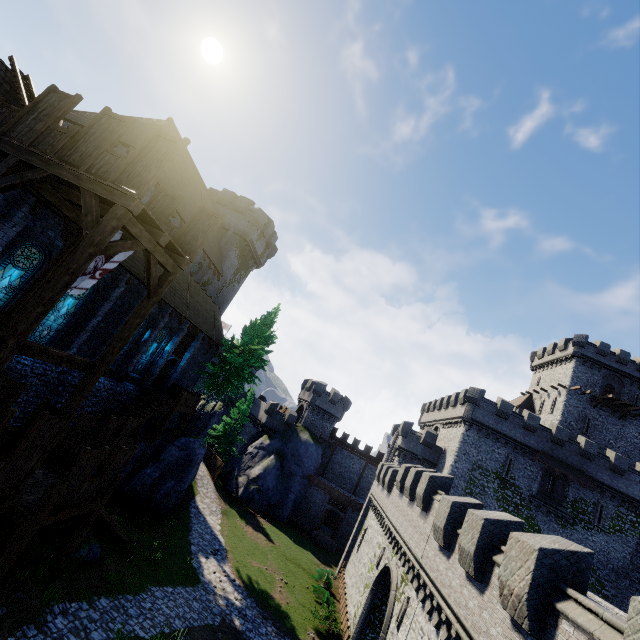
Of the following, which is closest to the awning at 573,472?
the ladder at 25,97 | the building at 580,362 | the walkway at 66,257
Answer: the building at 580,362

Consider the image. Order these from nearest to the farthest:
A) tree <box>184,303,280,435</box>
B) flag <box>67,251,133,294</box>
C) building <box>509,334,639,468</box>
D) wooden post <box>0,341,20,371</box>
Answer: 1. wooden post <box>0,341,20,371</box>
2. flag <box>67,251,133,294</box>
3. tree <box>184,303,280,435</box>
4. building <box>509,334,639,468</box>

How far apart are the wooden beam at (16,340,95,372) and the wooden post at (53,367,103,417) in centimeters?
1cm

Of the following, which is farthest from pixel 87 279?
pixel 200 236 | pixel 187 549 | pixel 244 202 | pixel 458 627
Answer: pixel 244 202

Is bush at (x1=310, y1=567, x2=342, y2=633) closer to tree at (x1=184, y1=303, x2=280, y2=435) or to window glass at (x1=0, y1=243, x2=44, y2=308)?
tree at (x1=184, y1=303, x2=280, y2=435)

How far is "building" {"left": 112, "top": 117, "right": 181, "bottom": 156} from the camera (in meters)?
18.08

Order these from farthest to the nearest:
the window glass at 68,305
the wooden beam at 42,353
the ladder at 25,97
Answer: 1. the window glass at 68,305
2. the ladder at 25,97
3. the wooden beam at 42,353

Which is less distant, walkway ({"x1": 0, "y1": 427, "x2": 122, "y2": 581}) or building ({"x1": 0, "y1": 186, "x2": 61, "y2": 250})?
walkway ({"x1": 0, "y1": 427, "x2": 122, "y2": 581})
